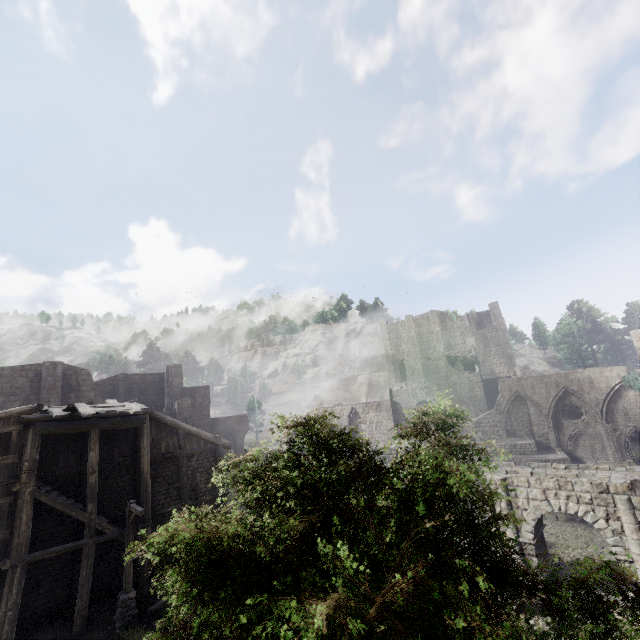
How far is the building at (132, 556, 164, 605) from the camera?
14.9m

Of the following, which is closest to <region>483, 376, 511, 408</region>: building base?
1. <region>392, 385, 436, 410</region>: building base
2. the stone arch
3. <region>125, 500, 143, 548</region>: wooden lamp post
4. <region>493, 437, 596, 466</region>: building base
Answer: <region>392, 385, 436, 410</region>: building base

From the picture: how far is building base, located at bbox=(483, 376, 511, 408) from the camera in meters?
47.6

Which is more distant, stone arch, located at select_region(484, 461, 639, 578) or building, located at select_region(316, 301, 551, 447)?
building, located at select_region(316, 301, 551, 447)

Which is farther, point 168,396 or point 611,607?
point 168,396

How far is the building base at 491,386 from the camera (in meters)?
47.56

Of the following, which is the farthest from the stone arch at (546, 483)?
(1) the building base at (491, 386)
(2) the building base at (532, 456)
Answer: (1) the building base at (491, 386)

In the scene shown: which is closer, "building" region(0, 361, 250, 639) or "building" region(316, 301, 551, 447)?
"building" region(0, 361, 250, 639)
